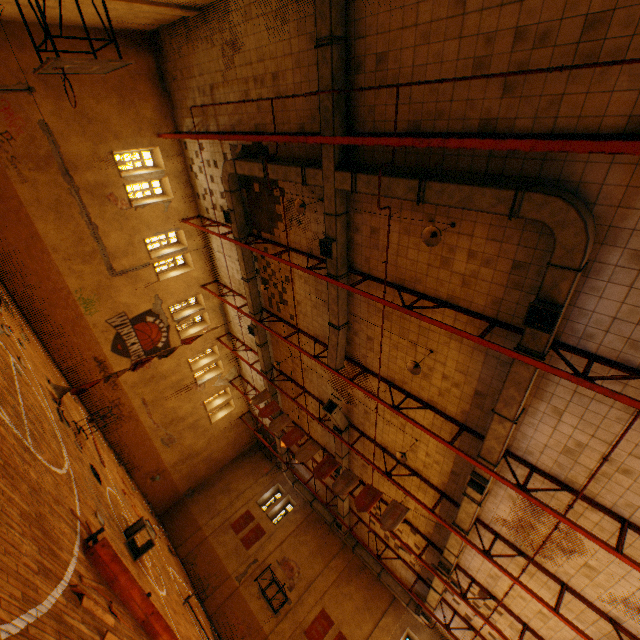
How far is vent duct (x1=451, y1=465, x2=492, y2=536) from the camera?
9.5 meters

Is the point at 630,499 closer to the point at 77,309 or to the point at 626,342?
the point at 626,342

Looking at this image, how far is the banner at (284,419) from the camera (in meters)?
15.31

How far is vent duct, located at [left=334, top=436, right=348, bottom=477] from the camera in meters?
15.7

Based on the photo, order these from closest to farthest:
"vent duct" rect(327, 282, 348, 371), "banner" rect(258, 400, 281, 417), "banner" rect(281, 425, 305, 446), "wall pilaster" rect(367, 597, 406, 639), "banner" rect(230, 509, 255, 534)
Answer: "vent duct" rect(327, 282, 348, 371)
"banner" rect(281, 425, 305, 446)
"banner" rect(258, 400, 281, 417)
"wall pilaster" rect(367, 597, 406, 639)
"banner" rect(230, 509, 255, 534)

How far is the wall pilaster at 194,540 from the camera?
22.0 meters

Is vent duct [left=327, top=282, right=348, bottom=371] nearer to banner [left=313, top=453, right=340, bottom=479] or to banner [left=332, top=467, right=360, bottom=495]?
banner [left=332, top=467, right=360, bottom=495]

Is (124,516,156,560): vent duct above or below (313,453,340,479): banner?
below
